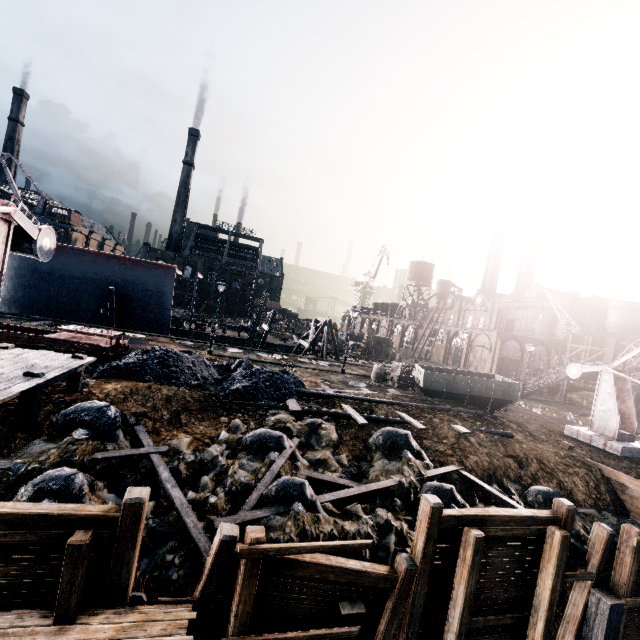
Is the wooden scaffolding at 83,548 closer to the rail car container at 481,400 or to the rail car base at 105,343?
the rail car base at 105,343

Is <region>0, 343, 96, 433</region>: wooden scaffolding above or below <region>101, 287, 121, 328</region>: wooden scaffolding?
below

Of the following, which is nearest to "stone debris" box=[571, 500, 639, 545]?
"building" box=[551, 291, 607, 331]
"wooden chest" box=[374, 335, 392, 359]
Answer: "building" box=[551, 291, 607, 331]

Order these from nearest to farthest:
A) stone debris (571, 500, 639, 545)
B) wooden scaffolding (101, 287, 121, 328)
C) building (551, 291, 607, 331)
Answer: stone debris (571, 500, 639, 545) < wooden scaffolding (101, 287, 121, 328) < building (551, 291, 607, 331)

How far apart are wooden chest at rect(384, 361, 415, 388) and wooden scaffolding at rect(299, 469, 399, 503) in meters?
13.6 m

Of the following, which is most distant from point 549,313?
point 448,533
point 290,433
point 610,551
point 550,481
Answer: point 448,533

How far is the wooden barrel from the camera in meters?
25.9 m

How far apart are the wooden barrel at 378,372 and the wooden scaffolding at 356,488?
14.7m
